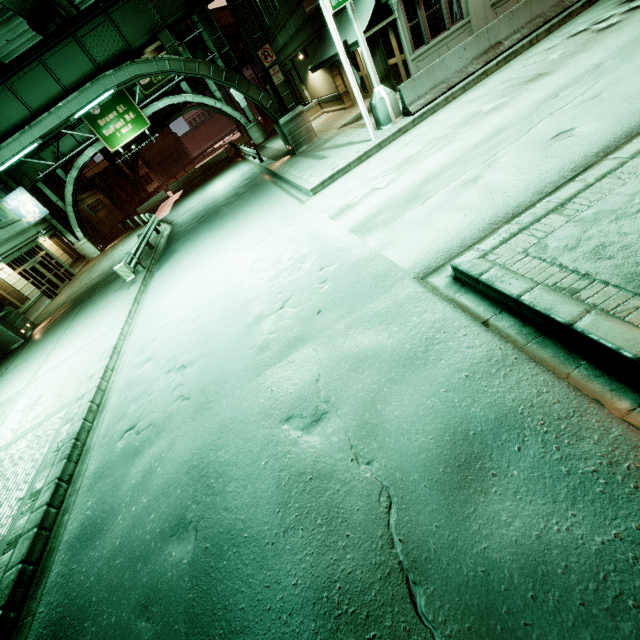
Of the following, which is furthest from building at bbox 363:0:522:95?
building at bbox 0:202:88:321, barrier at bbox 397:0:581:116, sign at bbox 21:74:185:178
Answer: building at bbox 0:202:88:321

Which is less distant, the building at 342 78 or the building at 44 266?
the building at 342 78

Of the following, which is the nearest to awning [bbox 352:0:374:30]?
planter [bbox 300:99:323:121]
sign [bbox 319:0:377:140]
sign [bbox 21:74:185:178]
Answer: sign [bbox 319:0:377:140]

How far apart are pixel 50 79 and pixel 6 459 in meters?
15.6 m

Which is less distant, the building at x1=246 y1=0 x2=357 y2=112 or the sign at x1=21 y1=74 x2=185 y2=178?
the building at x1=246 y1=0 x2=357 y2=112

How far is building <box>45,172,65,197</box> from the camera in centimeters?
4147cm

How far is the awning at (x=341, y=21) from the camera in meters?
12.8

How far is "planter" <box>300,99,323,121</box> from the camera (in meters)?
22.69
